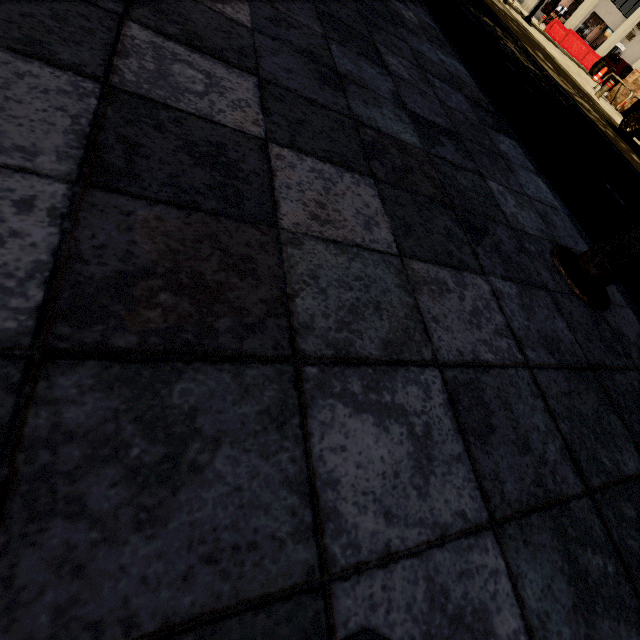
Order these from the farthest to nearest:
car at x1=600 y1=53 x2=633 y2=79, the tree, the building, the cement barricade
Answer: the building < the cement barricade < car at x1=600 y1=53 x2=633 y2=79 < the tree

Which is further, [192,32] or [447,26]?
[447,26]

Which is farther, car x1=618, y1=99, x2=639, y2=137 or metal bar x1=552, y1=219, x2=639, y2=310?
car x1=618, y1=99, x2=639, y2=137

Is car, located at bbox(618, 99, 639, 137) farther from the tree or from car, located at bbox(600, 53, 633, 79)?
car, located at bbox(600, 53, 633, 79)

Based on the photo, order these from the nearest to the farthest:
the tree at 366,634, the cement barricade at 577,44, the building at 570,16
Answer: the tree at 366,634 → the cement barricade at 577,44 → the building at 570,16

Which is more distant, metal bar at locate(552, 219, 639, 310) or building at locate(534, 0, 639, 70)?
building at locate(534, 0, 639, 70)

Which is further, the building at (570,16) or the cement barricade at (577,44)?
the building at (570,16)

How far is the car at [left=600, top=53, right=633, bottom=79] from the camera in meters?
19.7 m
